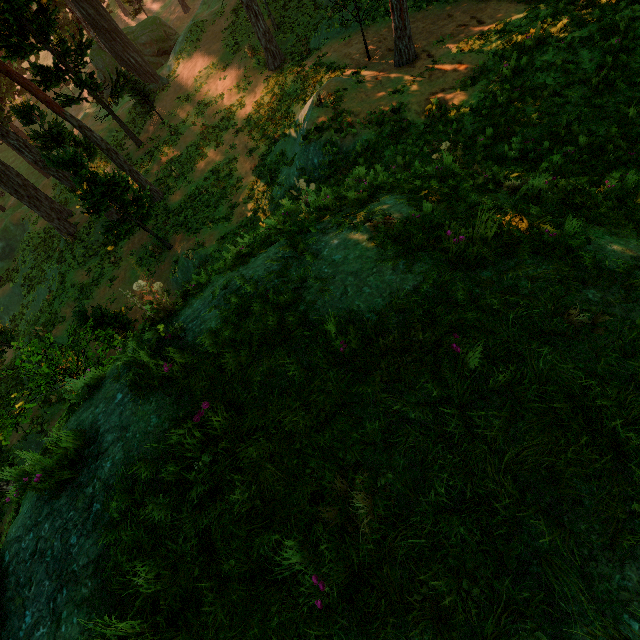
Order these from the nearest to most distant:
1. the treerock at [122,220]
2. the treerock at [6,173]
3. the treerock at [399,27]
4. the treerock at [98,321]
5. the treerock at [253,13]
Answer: the treerock at [98,321] < the treerock at [399,27] < the treerock at [122,220] < the treerock at [6,173] < the treerock at [253,13]

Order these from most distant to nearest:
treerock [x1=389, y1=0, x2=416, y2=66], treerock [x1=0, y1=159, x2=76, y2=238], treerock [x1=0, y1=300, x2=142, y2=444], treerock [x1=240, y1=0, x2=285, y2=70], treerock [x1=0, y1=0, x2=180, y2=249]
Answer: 1. treerock [x1=240, y1=0, x2=285, y2=70]
2. treerock [x1=0, y1=159, x2=76, y2=238]
3. treerock [x1=0, y1=0, x2=180, y2=249]
4. treerock [x1=389, y1=0, x2=416, y2=66]
5. treerock [x1=0, y1=300, x2=142, y2=444]

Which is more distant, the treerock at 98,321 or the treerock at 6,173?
the treerock at 6,173

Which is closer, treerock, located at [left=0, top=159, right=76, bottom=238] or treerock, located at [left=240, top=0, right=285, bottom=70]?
treerock, located at [left=0, top=159, right=76, bottom=238]

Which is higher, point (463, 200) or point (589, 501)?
point (589, 501)
